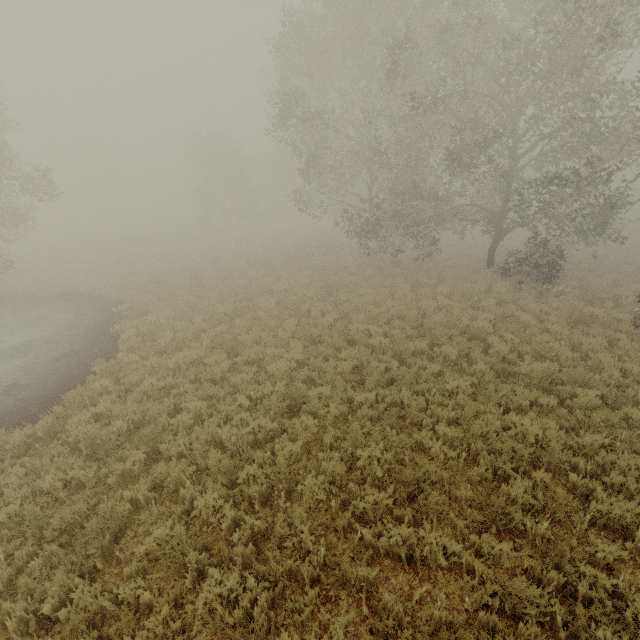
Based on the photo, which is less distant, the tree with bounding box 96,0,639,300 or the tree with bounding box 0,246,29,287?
the tree with bounding box 96,0,639,300

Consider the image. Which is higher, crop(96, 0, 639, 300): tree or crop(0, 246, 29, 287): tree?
crop(96, 0, 639, 300): tree

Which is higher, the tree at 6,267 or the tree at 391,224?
the tree at 391,224

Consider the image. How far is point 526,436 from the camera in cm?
617

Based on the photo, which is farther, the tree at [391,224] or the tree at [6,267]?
the tree at [6,267]
